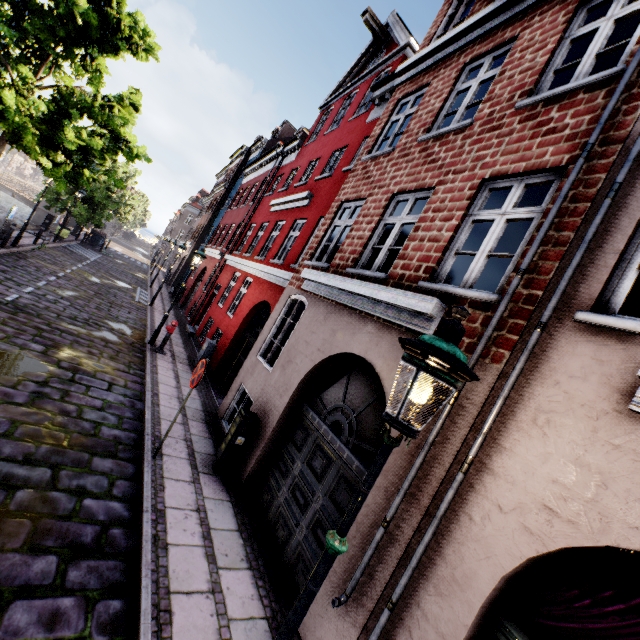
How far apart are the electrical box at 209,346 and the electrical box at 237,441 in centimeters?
560cm

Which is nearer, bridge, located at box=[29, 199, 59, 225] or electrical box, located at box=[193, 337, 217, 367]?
electrical box, located at box=[193, 337, 217, 367]

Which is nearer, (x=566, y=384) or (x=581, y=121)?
(x=566, y=384)

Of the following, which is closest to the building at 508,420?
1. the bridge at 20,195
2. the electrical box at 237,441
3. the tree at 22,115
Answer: the electrical box at 237,441

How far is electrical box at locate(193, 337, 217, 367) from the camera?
11.5 meters

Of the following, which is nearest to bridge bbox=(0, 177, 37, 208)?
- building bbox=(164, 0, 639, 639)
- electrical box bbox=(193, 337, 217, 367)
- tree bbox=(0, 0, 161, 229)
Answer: tree bbox=(0, 0, 161, 229)

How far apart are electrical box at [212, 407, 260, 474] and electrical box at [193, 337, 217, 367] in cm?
560

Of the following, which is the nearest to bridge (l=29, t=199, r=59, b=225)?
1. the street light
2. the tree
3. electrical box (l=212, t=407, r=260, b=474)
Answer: the tree
